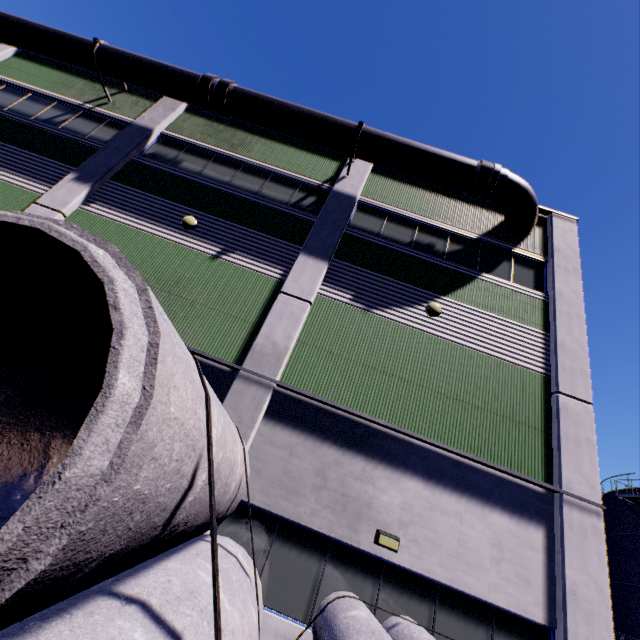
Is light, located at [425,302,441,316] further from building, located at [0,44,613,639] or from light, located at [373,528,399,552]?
light, located at [373,528,399,552]

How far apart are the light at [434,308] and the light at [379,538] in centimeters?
562cm

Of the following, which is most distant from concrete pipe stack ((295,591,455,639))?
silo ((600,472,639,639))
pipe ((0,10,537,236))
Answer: pipe ((0,10,537,236))

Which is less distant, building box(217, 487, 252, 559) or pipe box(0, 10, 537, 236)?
building box(217, 487, 252, 559)

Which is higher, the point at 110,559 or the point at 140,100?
the point at 140,100

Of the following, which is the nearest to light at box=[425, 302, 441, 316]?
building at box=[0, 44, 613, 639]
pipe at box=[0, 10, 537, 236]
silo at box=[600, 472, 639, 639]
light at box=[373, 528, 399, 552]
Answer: building at box=[0, 44, 613, 639]

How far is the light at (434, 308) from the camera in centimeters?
932cm

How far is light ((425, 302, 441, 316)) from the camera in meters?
9.3 m
